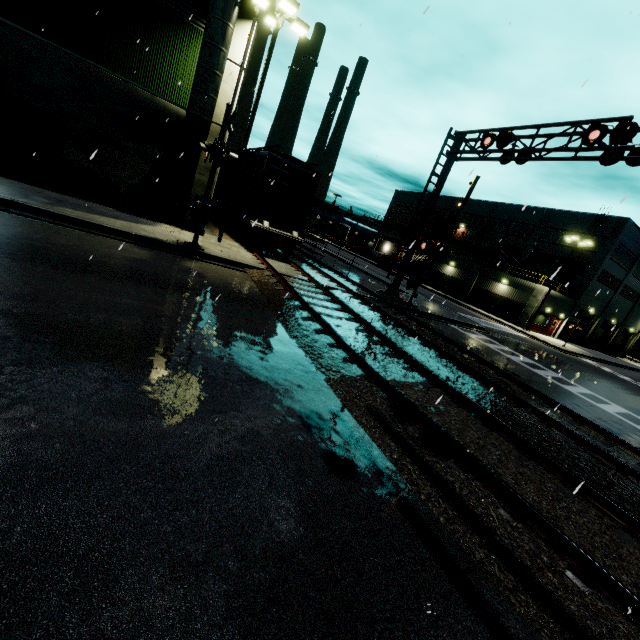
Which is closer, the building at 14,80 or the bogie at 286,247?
the building at 14,80

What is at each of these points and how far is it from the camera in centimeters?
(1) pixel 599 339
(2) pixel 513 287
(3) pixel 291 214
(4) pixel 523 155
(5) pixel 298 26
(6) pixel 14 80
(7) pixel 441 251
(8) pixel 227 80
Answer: (1) roll-up door, 4606cm
(2) building, 3644cm
(3) cargo car, 1730cm
(4) railroad crossing overhang, 1407cm
(5) light, 1351cm
(6) building, 1131cm
(7) railroad crossing gate, 1734cm
(8) building, 1379cm

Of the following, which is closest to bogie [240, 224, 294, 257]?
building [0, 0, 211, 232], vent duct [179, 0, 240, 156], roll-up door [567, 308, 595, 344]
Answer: building [0, 0, 211, 232]

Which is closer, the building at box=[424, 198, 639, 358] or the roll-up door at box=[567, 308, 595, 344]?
the building at box=[424, 198, 639, 358]

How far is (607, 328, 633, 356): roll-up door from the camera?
49.03m

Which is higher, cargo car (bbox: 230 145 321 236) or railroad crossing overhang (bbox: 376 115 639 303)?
railroad crossing overhang (bbox: 376 115 639 303)

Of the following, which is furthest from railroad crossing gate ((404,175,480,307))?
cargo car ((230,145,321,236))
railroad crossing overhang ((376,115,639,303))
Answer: cargo car ((230,145,321,236))

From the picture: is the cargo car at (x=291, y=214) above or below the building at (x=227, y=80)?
below
